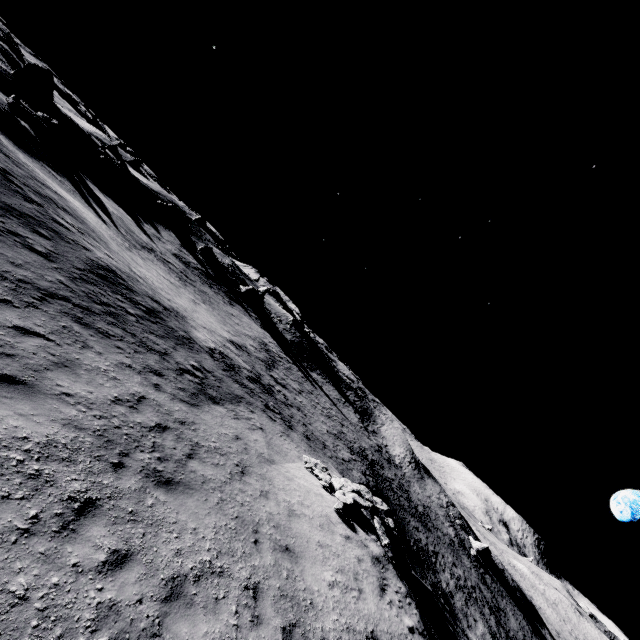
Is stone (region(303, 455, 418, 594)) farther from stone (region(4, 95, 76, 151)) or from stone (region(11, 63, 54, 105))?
stone (region(11, 63, 54, 105))

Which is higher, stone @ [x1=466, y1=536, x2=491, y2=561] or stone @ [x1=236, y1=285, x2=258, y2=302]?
stone @ [x1=236, y1=285, x2=258, y2=302]

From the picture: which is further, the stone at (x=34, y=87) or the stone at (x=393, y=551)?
the stone at (x=34, y=87)

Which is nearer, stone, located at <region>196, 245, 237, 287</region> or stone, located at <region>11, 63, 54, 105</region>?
stone, located at <region>11, 63, 54, 105</region>

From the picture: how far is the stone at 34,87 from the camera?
36.25m

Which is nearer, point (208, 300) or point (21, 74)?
point (21, 74)

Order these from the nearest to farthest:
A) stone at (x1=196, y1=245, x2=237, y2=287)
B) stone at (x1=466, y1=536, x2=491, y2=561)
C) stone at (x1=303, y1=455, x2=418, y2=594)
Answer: stone at (x1=303, y1=455, x2=418, y2=594) < stone at (x1=466, y1=536, x2=491, y2=561) < stone at (x1=196, y1=245, x2=237, y2=287)

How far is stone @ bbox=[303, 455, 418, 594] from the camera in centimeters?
1362cm
